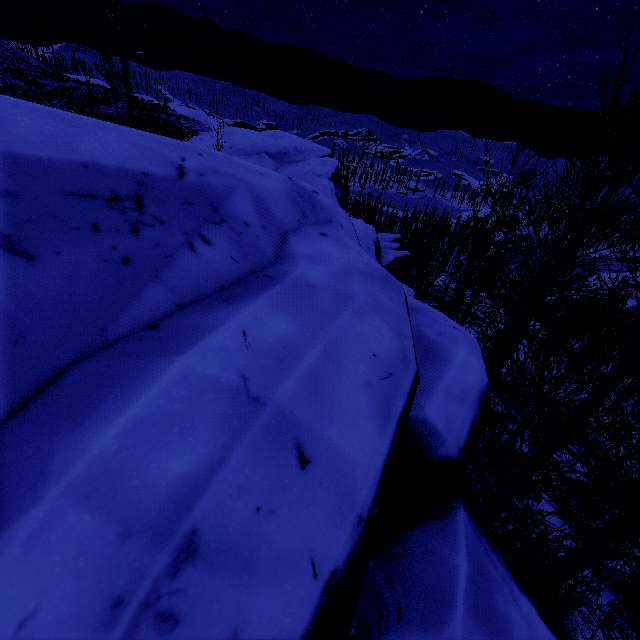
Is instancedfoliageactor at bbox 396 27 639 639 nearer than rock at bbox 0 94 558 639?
No

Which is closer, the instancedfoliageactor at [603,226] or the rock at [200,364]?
the rock at [200,364]

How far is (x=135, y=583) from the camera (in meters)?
0.60
